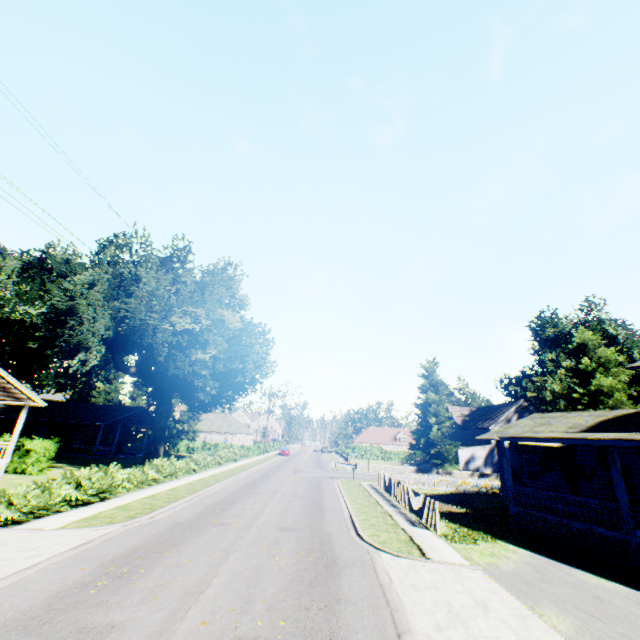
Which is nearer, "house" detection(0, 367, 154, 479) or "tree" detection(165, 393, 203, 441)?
"house" detection(0, 367, 154, 479)

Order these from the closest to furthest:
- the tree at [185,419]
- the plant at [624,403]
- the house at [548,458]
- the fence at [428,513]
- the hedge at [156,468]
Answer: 1. the hedge at [156,468]
2. the house at [548,458]
3. the fence at [428,513]
4. the plant at [624,403]
5. the tree at [185,419]

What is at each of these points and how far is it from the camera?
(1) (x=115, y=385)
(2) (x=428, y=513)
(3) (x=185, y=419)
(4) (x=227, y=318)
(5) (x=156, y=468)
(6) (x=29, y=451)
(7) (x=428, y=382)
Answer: (1) tree, 55.8 meters
(2) fence, 15.3 meters
(3) tree, 52.9 meters
(4) plant, 32.8 meters
(5) hedge, 21.4 meters
(6) hedge, 22.5 meters
(7) plant, 46.6 meters

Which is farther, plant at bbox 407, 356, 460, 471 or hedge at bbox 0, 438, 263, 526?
plant at bbox 407, 356, 460, 471

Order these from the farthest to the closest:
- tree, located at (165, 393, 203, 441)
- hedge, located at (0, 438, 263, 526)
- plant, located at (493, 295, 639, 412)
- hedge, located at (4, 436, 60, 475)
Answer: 1. tree, located at (165, 393, 203, 441)
2. plant, located at (493, 295, 639, 412)
3. hedge, located at (4, 436, 60, 475)
4. hedge, located at (0, 438, 263, 526)

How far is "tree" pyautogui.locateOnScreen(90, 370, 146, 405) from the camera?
53.78m

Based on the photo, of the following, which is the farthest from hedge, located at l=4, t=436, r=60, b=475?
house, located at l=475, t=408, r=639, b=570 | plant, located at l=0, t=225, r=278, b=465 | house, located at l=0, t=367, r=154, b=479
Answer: house, located at l=475, t=408, r=639, b=570

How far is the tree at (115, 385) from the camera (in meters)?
53.78
